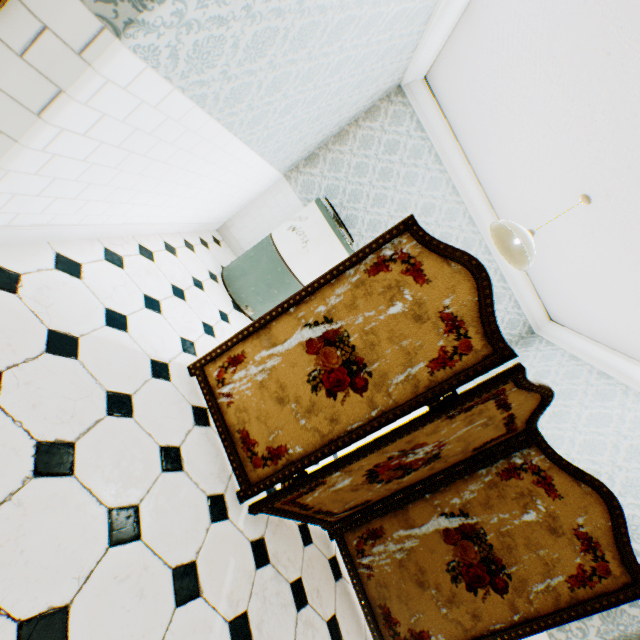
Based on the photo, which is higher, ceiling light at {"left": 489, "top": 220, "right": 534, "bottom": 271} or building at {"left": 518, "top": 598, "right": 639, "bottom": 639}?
ceiling light at {"left": 489, "top": 220, "right": 534, "bottom": 271}

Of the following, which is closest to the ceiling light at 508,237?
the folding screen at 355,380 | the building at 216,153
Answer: the building at 216,153

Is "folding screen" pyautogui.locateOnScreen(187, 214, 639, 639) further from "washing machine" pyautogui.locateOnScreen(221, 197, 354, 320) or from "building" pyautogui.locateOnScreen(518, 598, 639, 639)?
"washing machine" pyautogui.locateOnScreen(221, 197, 354, 320)

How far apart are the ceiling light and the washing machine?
1.3m

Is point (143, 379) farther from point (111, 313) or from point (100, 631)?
point (100, 631)

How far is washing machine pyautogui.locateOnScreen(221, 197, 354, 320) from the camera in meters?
3.4

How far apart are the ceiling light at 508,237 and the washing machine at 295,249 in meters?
1.3 m

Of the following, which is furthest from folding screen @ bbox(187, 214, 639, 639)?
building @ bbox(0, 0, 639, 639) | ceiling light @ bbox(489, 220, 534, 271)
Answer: ceiling light @ bbox(489, 220, 534, 271)
